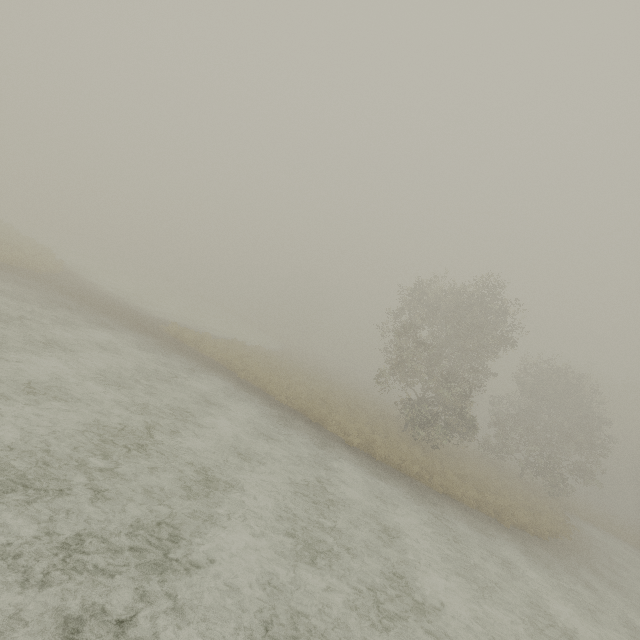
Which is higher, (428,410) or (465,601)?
(428,410)
